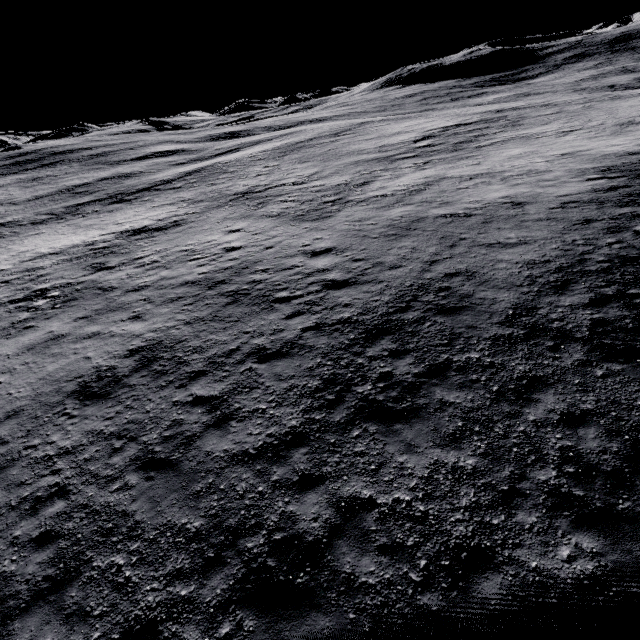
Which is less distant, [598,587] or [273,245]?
[598,587]
